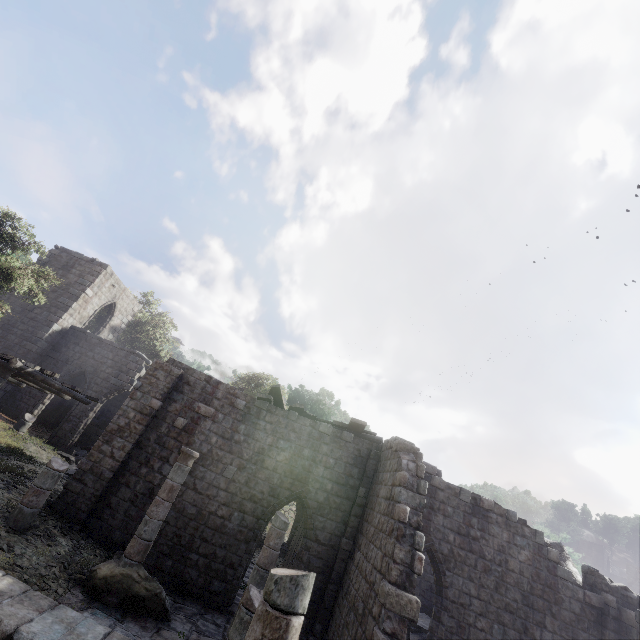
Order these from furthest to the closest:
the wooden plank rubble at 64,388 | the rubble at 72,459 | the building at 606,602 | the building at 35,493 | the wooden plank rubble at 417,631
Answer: the rubble at 72,459 < the wooden plank rubble at 417,631 < the wooden plank rubble at 64,388 < the building at 35,493 < the building at 606,602

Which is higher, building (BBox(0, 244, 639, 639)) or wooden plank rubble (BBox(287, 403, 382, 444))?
wooden plank rubble (BBox(287, 403, 382, 444))

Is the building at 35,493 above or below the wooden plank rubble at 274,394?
below

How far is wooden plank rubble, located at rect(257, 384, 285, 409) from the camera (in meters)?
13.75

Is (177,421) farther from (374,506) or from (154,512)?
(374,506)

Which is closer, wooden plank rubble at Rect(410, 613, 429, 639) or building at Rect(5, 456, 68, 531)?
building at Rect(5, 456, 68, 531)

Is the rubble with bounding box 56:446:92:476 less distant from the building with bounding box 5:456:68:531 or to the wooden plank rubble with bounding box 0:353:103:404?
the building with bounding box 5:456:68:531
